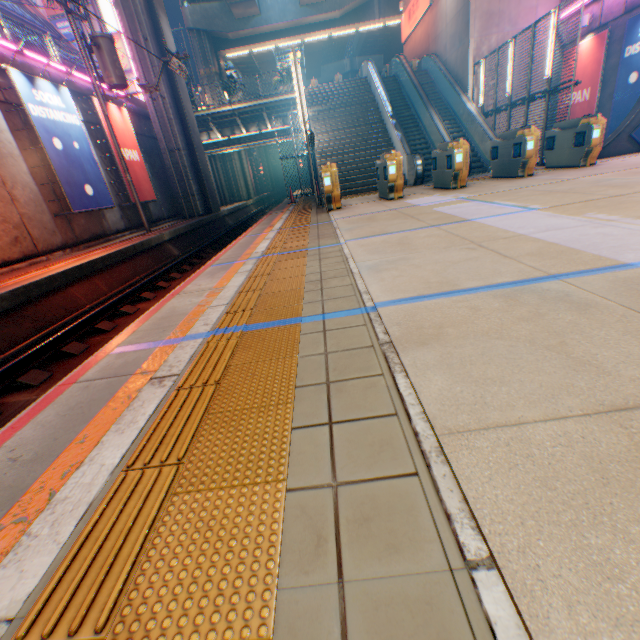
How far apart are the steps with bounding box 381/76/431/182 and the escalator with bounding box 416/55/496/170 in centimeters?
182cm

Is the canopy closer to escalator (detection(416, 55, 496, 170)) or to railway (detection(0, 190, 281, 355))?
escalator (detection(416, 55, 496, 170))

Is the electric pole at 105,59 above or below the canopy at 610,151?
above

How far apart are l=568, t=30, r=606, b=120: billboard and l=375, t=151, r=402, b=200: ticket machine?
10.7 meters

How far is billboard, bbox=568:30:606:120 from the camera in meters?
13.6

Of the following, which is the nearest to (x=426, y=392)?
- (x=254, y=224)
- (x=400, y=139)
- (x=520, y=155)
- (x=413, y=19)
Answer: (x=520, y=155)

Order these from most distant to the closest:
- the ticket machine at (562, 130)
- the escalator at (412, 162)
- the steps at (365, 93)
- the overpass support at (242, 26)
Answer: the overpass support at (242, 26) → the steps at (365, 93) → the escalator at (412, 162) → the ticket machine at (562, 130)

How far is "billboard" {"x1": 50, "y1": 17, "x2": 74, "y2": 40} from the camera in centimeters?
3241cm
